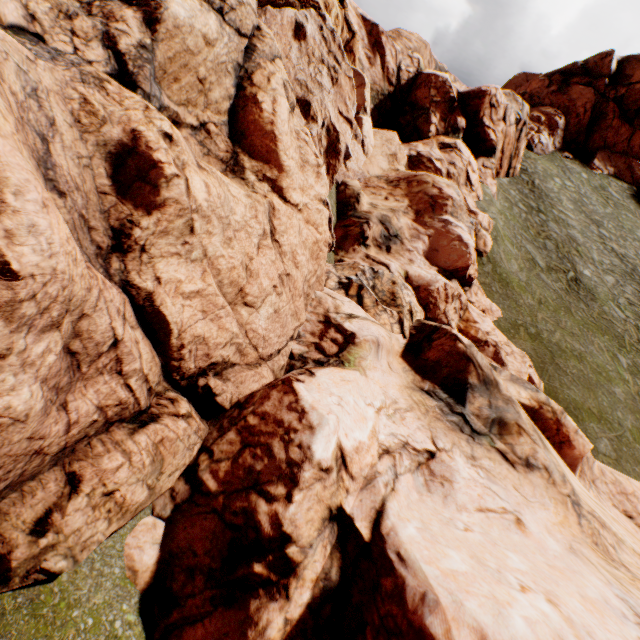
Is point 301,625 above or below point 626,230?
below
